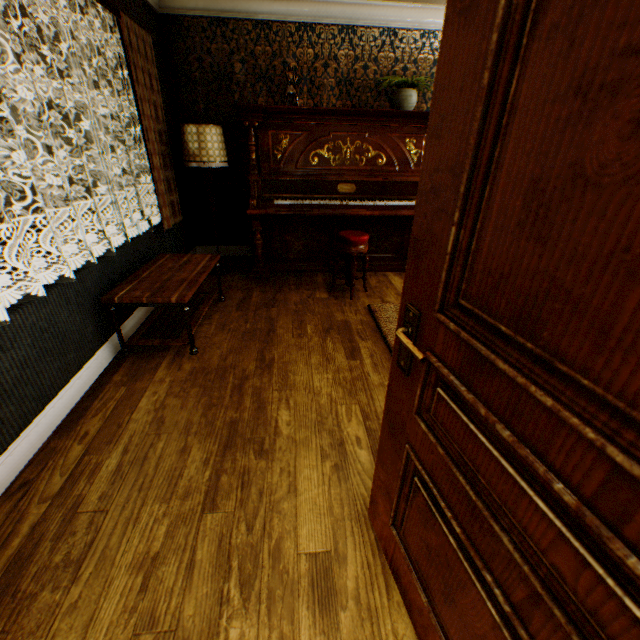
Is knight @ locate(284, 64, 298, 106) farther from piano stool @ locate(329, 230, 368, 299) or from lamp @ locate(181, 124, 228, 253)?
piano stool @ locate(329, 230, 368, 299)

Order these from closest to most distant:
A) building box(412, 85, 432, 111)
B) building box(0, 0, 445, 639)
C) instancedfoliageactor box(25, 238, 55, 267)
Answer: building box(0, 0, 445, 639) < building box(412, 85, 432, 111) < instancedfoliageactor box(25, 238, 55, 267)

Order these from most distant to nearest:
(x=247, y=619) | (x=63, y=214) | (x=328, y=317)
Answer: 1. (x=328, y=317)
2. (x=63, y=214)
3. (x=247, y=619)

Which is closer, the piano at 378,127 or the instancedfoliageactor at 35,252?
the piano at 378,127

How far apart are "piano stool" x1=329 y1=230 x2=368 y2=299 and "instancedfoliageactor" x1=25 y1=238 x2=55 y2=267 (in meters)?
5.45

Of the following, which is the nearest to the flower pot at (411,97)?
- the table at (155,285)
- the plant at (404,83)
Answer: the plant at (404,83)

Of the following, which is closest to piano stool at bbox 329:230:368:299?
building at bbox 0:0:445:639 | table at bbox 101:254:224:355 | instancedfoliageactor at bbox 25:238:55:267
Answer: building at bbox 0:0:445:639

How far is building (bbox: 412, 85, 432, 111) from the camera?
4.47m
